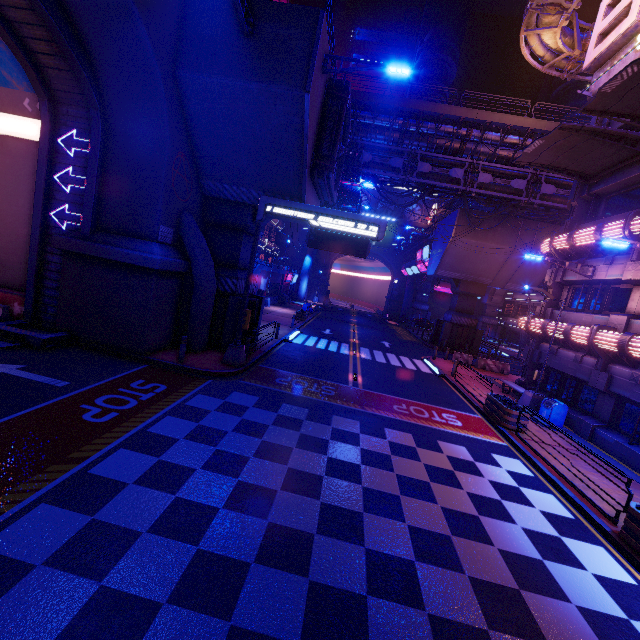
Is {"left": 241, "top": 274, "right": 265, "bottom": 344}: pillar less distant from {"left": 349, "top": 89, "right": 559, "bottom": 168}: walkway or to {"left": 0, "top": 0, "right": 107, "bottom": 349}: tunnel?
{"left": 0, "top": 0, "right": 107, "bottom": 349}: tunnel

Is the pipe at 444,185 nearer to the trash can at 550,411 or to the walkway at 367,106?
the walkway at 367,106

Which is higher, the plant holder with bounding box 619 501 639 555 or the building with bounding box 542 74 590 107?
the building with bounding box 542 74 590 107

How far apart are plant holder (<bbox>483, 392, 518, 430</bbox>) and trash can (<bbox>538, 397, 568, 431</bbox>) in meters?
1.2 m

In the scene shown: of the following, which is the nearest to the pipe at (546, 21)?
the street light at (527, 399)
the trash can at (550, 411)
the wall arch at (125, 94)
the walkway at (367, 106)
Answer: the walkway at (367, 106)

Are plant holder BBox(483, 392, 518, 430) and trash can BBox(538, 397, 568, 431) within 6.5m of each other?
yes

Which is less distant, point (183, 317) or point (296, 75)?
point (296, 75)

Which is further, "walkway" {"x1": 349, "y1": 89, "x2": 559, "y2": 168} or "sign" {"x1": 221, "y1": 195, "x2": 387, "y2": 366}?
"walkway" {"x1": 349, "y1": 89, "x2": 559, "y2": 168}
